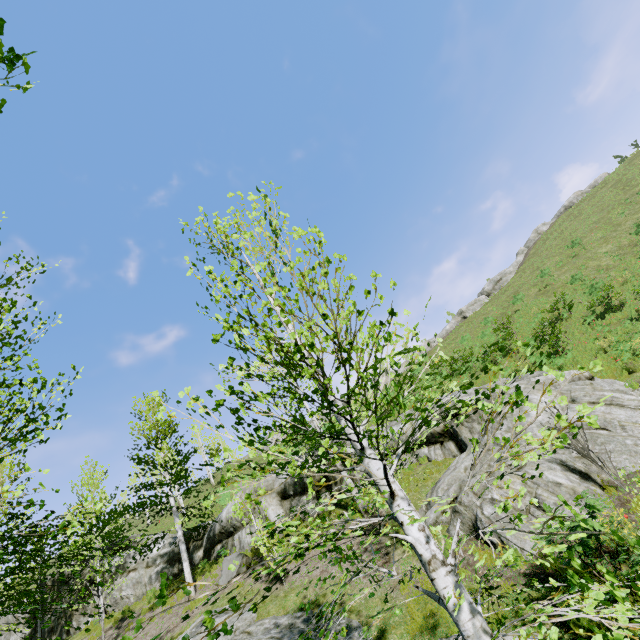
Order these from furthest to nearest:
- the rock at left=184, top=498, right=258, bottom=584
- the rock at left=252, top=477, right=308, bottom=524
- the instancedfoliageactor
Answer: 1. the rock at left=252, top=477, right=308, bottom=524
2. the rock at left=184, top=498, right=258, bottom=584
3. the instancedfoliageactor

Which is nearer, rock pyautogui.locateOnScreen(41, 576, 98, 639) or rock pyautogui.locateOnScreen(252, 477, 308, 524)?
rock pyautogui.locateOnScreen(252, 477, 308, 524)

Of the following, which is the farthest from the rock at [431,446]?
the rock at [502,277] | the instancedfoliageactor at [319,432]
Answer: the rock at [502,277]

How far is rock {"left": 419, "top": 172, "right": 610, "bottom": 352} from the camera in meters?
43.9 m

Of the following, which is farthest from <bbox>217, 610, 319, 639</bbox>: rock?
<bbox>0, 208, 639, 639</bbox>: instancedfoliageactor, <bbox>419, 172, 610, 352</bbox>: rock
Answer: <bbox>419, 172, 610, 352</bbox>: rock

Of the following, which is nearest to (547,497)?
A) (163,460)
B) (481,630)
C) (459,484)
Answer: (459,484)
